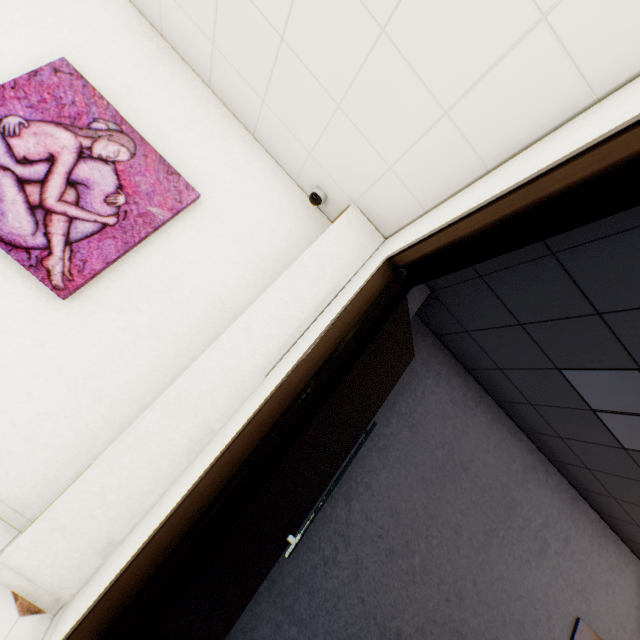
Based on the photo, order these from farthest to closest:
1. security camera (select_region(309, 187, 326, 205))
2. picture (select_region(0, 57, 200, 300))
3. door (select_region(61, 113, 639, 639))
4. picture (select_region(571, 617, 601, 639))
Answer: picture (select_region(571, 617, 601, 639)) < security camera (select_region(309, 187, 326, 205)) < picture (select_region(0, 57, 200, 300)) < door (select_region(61, 113, 639, 639))

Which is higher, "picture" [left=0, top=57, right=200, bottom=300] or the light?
the light

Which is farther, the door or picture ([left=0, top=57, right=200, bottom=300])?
picture ([left=0, top=57, right=200, bottom=300])

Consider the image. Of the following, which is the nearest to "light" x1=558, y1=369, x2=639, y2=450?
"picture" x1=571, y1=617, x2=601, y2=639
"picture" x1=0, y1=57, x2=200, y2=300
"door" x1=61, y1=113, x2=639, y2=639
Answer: "door" x1=61, y1=113, x2=639, y2=639

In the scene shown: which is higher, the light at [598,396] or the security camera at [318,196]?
the light at [598,396]

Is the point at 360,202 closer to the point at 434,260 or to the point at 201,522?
the point at 434,260

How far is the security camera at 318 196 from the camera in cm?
269

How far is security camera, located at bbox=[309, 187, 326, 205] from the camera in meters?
2.7
